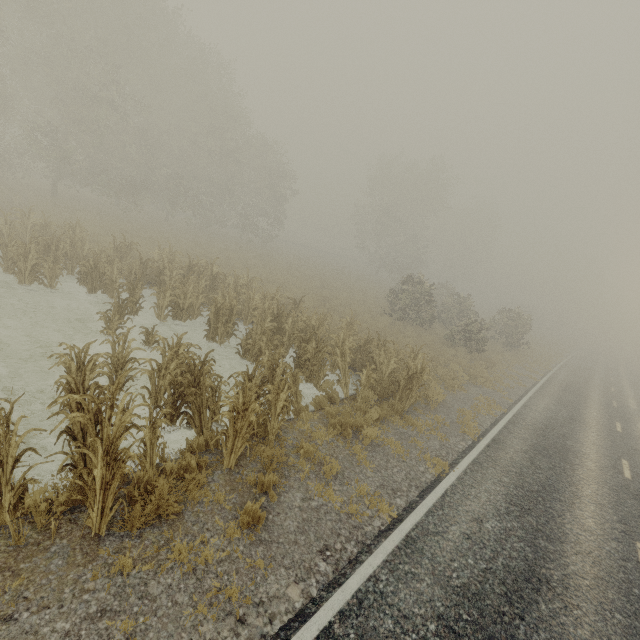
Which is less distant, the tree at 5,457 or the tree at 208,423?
the tree at 5,457

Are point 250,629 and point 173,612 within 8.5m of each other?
yes

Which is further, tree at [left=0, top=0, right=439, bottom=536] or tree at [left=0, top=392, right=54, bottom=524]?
tree at [left=0, top=0, right=439, bottom=536]
